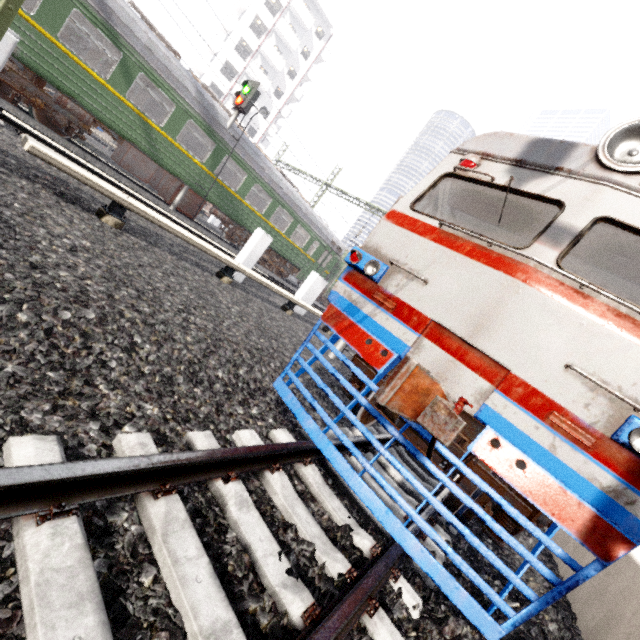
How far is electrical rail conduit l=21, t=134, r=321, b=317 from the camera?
4.17m

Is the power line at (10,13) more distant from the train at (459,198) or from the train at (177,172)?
the train at (459,198)

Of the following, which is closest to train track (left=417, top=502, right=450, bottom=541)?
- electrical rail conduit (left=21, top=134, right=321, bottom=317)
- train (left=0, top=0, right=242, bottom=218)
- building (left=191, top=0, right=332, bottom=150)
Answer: electrical rail conduit (left=21, top=134, right=321, bottom=317)

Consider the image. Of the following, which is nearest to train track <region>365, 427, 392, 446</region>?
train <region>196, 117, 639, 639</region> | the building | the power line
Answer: train <region>196, 117, 639, 639</region>

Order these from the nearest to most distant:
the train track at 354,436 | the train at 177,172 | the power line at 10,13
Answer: the power line at 10,13 < the train track at 354,436 < the train at 177,172

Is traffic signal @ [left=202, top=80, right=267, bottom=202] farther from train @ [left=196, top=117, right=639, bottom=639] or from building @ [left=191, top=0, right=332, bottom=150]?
building @ [left=191, top=0, right=332, bottom=150]

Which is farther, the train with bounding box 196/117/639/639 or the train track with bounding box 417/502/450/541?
the train track with bounding box 417/502/450/541

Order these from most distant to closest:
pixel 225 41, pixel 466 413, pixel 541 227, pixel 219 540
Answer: pixel 225 41 → pixel 541 227 → pixel 466 413 → pixel 219 540
